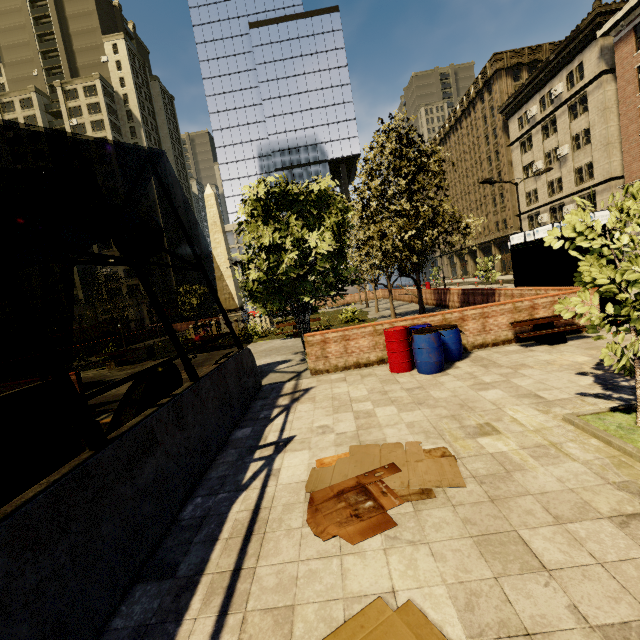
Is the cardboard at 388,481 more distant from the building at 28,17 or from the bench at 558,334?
the building at 28,17

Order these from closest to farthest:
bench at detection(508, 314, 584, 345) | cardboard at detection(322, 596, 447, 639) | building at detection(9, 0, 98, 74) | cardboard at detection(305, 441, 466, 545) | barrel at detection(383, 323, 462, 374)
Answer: cardboard at detection(322, 596, 447, 639), cardboard at detection(305, 441, 466, 545), barrel at detection(383, 323, 462, 374), bench at detection(508, 314, 584, 345), building at detection(9, 0, 98, 74)

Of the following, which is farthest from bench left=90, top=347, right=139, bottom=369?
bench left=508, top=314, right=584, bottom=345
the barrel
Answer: bench left=508, top=314, right=584, bottom=345

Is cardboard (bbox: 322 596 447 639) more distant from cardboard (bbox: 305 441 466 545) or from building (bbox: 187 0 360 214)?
building (bbox: 187 0 360 214)

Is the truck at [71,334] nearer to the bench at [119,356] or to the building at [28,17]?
the building at [28,17]

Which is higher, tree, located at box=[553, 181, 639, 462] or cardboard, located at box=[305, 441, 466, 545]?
tree, located at box=[553, 181, 639, 462]

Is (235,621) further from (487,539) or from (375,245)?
(375,245)

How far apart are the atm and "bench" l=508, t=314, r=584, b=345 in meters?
2.1 m
